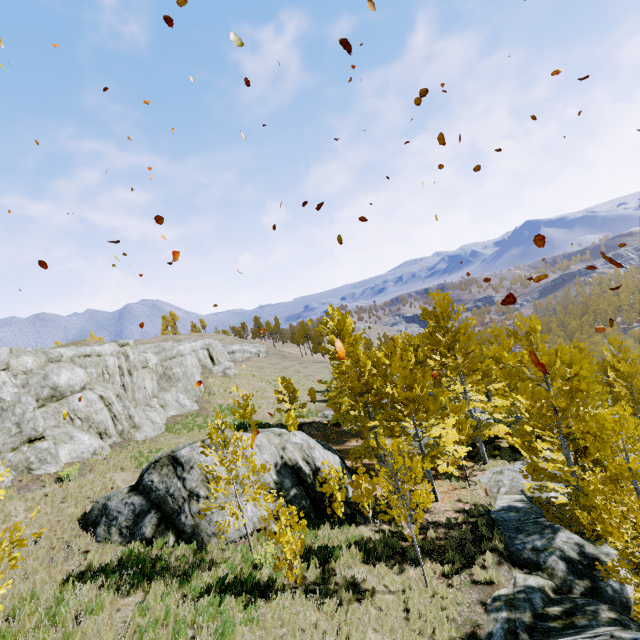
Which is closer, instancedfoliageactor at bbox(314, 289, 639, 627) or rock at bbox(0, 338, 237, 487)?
instancedfoliageactor at bbox(314, 289, 639, 627)

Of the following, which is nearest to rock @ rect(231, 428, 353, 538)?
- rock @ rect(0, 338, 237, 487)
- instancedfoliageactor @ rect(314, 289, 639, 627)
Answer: instancedfoliageactor @ rect(314, 289, 639, 627)

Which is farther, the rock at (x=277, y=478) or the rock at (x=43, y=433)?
the rock at (x=43, y=433)

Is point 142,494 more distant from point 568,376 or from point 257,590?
point 568,376

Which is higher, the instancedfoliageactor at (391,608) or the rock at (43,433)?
the rock at (43,433)

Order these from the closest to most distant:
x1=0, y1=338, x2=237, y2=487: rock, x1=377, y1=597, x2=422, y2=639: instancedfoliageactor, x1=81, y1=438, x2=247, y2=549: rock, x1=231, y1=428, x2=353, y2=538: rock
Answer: x1=377, y1=597, x2=422, y2=639: instancedfoliageactor, x1=81, y1=438, x2=247, y2=549: rock, x1=231, y1=428, x2=353, y2=538: rock, x1=0, y1=338, x2=237, y2=487: rock
